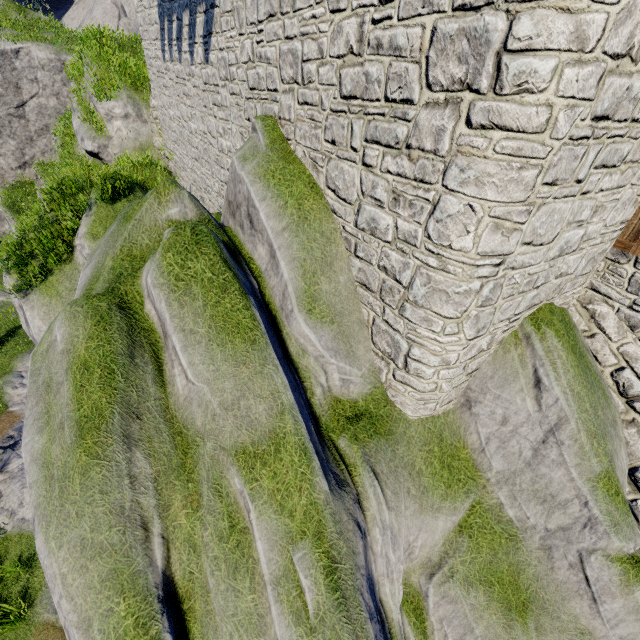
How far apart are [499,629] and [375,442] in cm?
334
